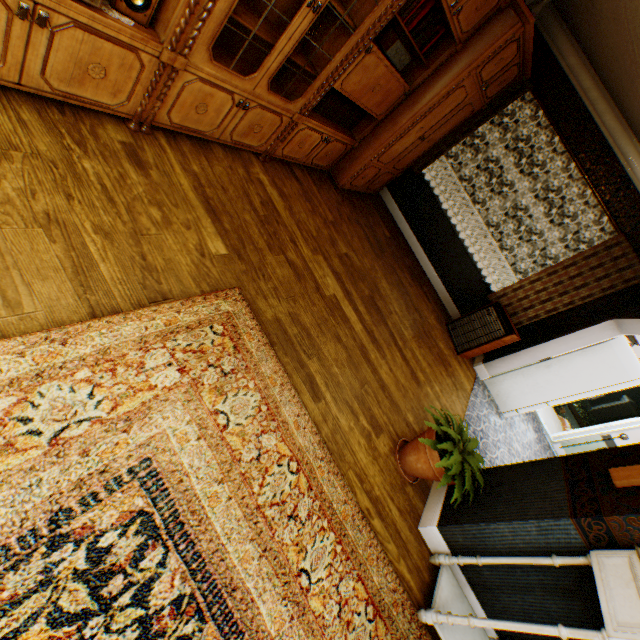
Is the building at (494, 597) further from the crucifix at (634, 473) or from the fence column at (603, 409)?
the fence column at (603, 409)

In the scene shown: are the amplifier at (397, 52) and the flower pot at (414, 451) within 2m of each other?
no

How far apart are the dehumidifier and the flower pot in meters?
2.6

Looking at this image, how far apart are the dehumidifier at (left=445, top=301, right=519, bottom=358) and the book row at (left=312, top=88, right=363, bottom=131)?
3.34m

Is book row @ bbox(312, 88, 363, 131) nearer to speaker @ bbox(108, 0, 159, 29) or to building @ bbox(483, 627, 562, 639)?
building @ bbox(483, 627, 562, 639)

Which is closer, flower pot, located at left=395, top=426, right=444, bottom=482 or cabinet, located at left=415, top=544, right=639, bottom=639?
cabinet, located at left=415, top=544, right=639, bottom=639

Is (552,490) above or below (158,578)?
above

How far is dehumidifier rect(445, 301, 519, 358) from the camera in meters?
5.0 m
